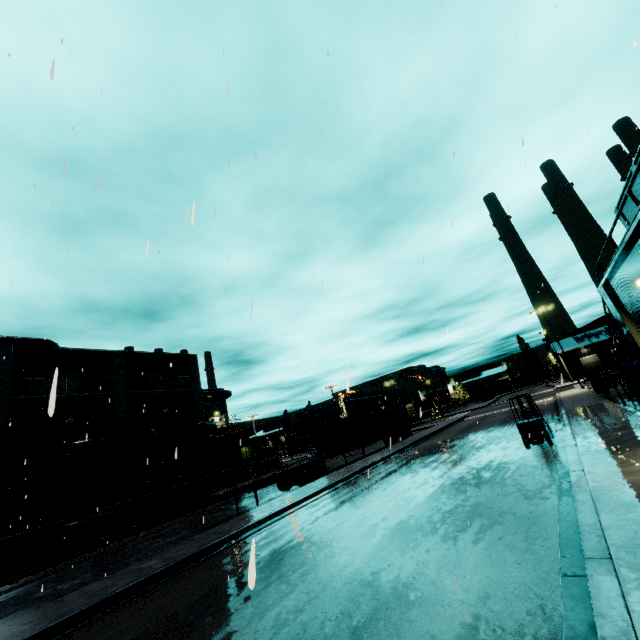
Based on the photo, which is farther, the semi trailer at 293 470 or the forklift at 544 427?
the semi trailer at 293 470

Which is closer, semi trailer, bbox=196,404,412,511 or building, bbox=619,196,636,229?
→ semi trailer, bbox=196,404,412,511

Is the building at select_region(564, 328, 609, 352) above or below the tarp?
above

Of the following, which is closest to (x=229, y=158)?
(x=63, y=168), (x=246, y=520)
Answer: (x=63, y=168)

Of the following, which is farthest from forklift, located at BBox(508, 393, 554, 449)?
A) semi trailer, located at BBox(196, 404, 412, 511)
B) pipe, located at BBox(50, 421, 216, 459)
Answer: pipe, located at BBox(50, 421, 216, 459)

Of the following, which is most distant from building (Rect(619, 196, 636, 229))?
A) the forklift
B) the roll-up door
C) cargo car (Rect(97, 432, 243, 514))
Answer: the forklift

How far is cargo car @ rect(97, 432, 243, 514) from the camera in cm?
Answer: 2266

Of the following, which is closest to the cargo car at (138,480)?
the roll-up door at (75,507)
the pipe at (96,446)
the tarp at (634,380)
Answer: the pipe at (96,446)
